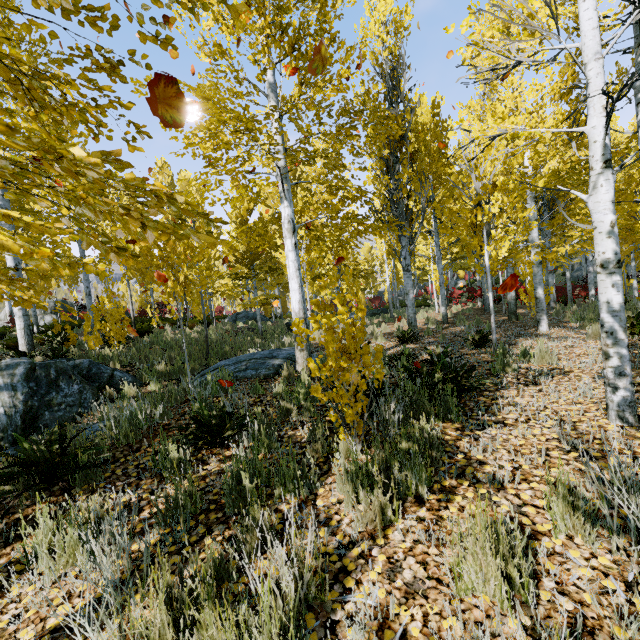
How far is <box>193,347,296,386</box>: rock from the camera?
6.3m

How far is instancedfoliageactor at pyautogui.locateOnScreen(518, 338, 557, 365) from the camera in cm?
496

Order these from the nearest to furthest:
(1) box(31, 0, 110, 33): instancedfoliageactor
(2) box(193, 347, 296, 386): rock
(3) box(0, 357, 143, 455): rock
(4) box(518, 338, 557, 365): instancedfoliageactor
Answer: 1. (1) box(31, 0, 110, 33): instancedfoliageactor
2. (4) box(518, 338, 557, 365): instancedfoliageactor
3. (3) box(0, 357, 143, 455): rock
4. (2) box(193, 347, 296, 386): rock

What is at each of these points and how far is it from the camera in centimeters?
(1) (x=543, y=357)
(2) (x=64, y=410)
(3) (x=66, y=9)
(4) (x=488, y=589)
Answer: (1) instancedfoliageactor, 506cm
(2) rock, 656cm
(3) instancedfoliageactor, 168cm
(4) instancedfoliageactor, 161cm

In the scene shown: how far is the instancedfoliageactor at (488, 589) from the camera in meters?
1.5

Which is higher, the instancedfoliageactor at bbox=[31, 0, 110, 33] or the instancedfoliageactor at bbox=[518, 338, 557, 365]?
the instancedfoliageactor at bbox=[31, 0, 110, 33]
